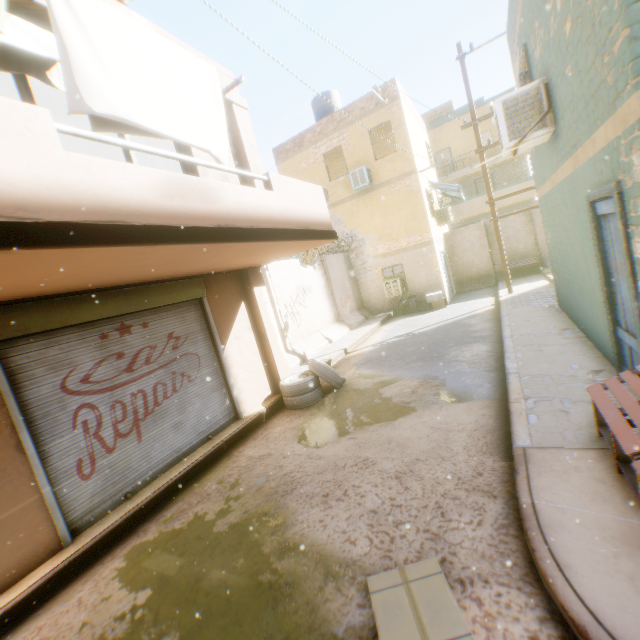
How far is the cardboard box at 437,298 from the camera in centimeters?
1437cm

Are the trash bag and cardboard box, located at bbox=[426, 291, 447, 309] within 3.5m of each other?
yes

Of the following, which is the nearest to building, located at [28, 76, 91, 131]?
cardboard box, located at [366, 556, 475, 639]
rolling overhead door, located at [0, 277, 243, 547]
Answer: rolling overhead door, located at [0, 277, 243, 547]

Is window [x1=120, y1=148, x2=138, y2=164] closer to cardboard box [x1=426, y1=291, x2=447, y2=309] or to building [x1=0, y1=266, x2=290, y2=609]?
building [x1=0, y1=266, x2=290, y2=609]

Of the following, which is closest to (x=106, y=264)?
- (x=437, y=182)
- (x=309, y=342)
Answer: (x=309, y=342)

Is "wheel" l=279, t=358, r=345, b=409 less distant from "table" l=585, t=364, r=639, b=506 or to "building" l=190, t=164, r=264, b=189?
"building" l=190, t=164, r=264, b=189

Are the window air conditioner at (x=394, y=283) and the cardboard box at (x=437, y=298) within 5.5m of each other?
yes

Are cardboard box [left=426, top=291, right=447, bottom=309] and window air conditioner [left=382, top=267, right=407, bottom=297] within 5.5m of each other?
yes
